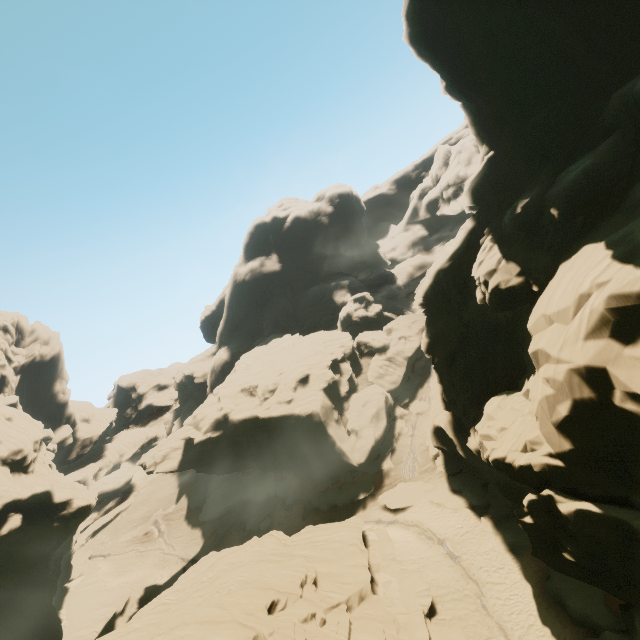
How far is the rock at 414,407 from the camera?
42.50m

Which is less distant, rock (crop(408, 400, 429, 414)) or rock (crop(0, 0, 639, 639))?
rock (crop(0, 0, 639, 639))

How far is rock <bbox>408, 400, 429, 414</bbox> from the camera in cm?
4250

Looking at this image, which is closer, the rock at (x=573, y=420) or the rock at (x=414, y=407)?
the rock at (x=573, y=420)

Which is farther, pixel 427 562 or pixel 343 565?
pixel 427 562
